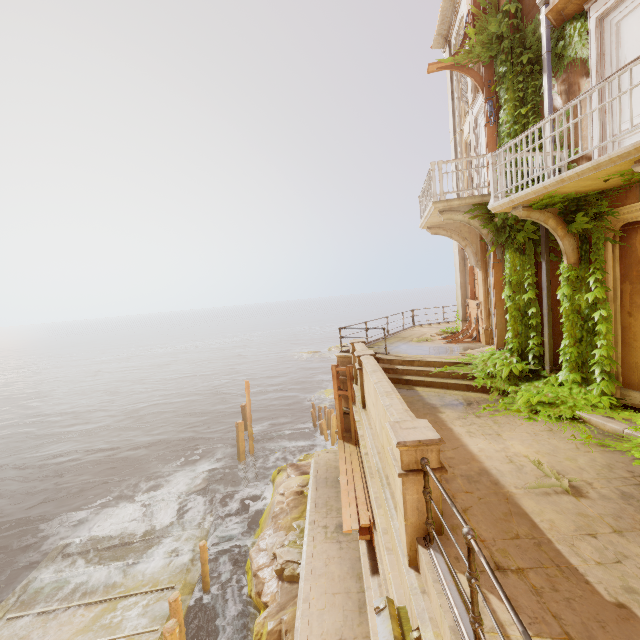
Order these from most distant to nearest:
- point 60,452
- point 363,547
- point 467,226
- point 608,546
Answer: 1. point 60,452
2. point 467,226
3. point 363,547
4. point 608,546

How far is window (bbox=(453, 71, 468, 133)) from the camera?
13.0m

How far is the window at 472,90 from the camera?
11.0m

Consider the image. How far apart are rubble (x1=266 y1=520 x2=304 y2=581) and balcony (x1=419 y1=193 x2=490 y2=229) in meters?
11.8

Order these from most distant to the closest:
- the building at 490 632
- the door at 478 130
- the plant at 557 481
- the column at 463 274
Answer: the column at 463 274 < the door at 478 130 < the plant at 557 481 < the building at 490 632

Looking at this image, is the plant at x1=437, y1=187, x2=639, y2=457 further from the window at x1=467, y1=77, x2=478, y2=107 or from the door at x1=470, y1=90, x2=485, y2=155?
the door at x1=470, y1=90, x2=485, y2=155

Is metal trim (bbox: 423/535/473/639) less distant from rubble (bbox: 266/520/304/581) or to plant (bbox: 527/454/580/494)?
plant (bbox: 527/454/580/494)

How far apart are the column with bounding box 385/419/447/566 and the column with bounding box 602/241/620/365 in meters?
5.0 m
